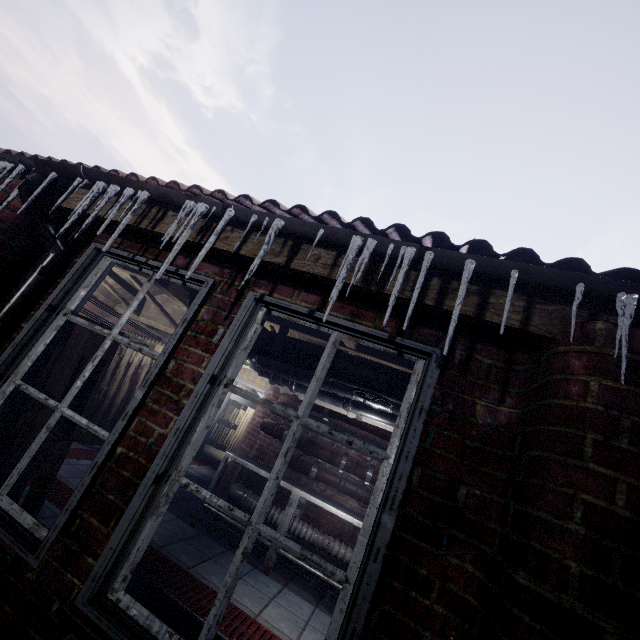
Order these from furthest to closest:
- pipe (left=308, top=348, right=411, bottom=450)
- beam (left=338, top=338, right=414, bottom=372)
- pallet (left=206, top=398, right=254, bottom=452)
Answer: pallet (left=206, top=398, right=254, bottom=452) → beam (left=338, top=338, right=414, bottom=372) → pipe (left=308, top=348, right=411, bottom=450)

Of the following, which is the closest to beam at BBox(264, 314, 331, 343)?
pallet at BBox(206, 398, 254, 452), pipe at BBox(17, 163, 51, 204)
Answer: pipe at BBox(17, 163, 51, 204)

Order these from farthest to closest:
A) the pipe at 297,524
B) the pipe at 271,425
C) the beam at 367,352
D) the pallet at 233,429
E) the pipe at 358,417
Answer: the pallet at 233,429, the pipe at 271,425, the pipe at 297,524, the beam at 367,352, the pipe at 358,417

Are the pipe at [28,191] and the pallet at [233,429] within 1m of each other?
no

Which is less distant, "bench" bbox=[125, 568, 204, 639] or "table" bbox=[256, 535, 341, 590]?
"bench" bbox=[125, 568, 204, 639]

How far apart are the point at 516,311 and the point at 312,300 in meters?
0.8

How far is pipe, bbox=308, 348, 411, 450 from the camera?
1.86m

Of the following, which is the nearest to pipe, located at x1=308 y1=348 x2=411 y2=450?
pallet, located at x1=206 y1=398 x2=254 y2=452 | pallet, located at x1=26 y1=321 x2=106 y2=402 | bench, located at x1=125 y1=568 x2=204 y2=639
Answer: pallet, located at x1=26 y1=321 x2=106 y2=402
